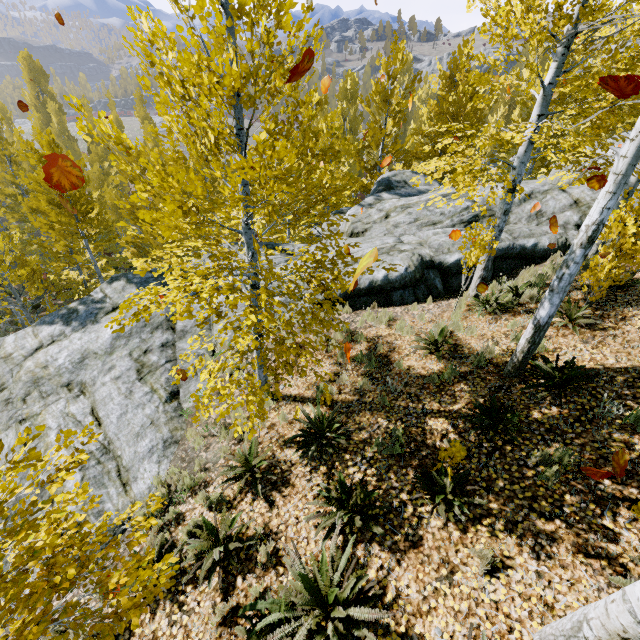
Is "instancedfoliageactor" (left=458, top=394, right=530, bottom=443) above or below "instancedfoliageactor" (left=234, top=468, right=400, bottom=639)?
above

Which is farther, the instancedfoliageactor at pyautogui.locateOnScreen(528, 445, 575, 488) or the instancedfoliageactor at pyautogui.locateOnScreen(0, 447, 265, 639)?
the instancedfoliageactor at pyautogui.locateOnScreen(528, 445, 575, 488)

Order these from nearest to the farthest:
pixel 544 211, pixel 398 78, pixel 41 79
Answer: pixel 544 211, pixel 41 79, pixel 398 78

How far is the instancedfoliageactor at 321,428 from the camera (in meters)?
5.31

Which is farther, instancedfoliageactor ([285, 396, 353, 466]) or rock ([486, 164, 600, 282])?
rock ([486, 164, 600, 282])

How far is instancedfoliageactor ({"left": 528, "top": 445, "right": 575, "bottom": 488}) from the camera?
4.0m
